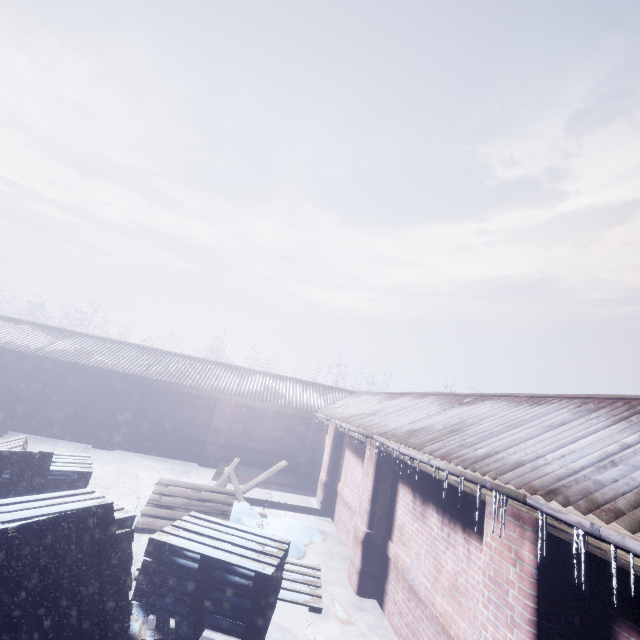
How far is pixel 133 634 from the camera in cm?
309
